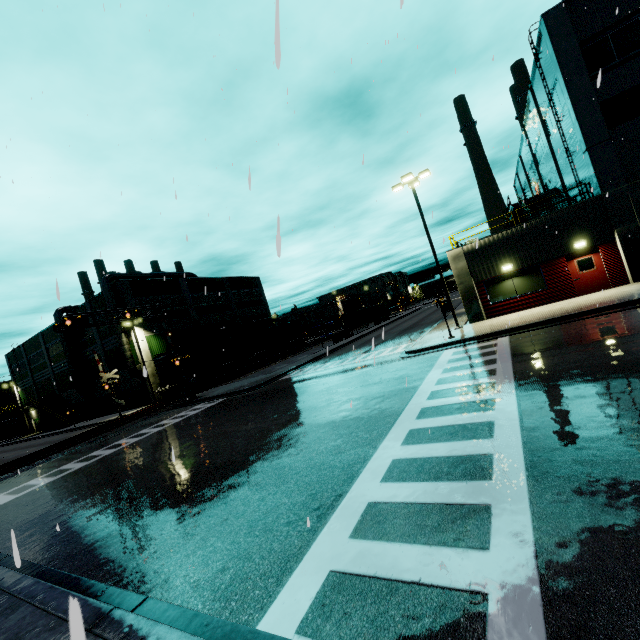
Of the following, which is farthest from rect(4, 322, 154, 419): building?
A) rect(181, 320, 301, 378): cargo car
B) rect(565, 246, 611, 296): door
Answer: rect(181, 320, 301, 378): cargo car

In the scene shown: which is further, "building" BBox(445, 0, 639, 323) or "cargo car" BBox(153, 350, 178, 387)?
"cargo car" BBox(153, 350, 178, 387)

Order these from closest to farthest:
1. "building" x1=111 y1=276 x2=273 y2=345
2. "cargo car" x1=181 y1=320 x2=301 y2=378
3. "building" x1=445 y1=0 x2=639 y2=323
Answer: "building" x1=445 y1=0 x2=639 y2=323
"cargo car" x1=181 y1=320 x2=301 y2=378
"building" x1=111 y1=276 x2=273 y2=345

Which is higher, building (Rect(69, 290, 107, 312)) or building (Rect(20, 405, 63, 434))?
building (Rect(69, 290, 107, 312))

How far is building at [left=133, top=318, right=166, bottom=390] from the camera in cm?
3709

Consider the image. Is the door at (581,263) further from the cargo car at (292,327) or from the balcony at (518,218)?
the cargo car at (292,327)

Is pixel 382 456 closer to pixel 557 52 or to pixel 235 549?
pixel 235 549

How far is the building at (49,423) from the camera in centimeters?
5200cm
